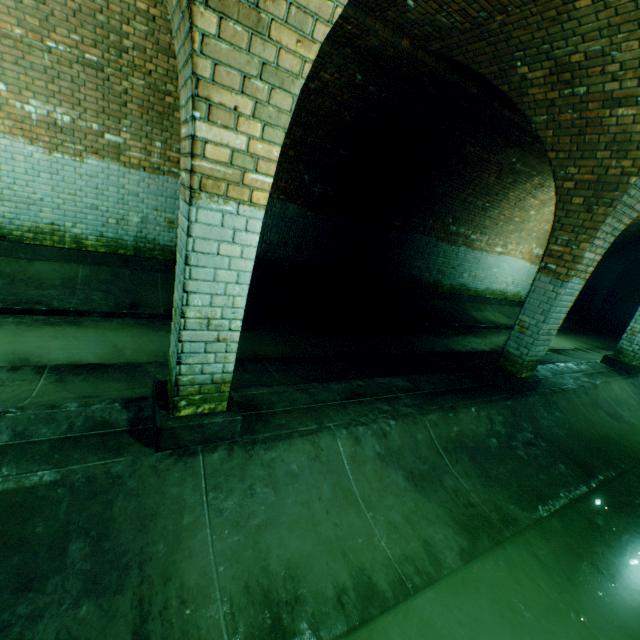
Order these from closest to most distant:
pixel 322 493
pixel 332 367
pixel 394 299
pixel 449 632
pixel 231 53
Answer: pixel 231 53, pixel 449 632, pixel 322 493, pixel 332 367, pixel 394 299

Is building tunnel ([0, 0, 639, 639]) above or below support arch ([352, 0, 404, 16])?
below

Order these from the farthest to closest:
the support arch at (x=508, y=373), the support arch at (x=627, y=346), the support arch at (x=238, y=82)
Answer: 1. the support arch at (x=627, y=346)
2. the support arch at (x=508, y=373)
3. the support arch at (x=238, y=82)

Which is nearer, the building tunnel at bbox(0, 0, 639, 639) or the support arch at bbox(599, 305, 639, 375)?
the building tunnel at bbox(0, 0, 639, 639)

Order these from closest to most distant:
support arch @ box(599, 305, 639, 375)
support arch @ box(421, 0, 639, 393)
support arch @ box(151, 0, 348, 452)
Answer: support arch @ box(151, 0, 348, 452)
support arch @ box(421, 0, 639, 393)
support arch @ box(599, 305, 639, 375)

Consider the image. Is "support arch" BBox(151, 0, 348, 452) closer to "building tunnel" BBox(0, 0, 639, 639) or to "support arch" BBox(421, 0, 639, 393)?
"building tunnel" BBox(0, 0, 639, 639)

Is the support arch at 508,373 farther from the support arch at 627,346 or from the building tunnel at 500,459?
the support arch at 627,346

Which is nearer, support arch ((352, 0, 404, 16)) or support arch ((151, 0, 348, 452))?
support arch ((151, 0, 348, 452))
